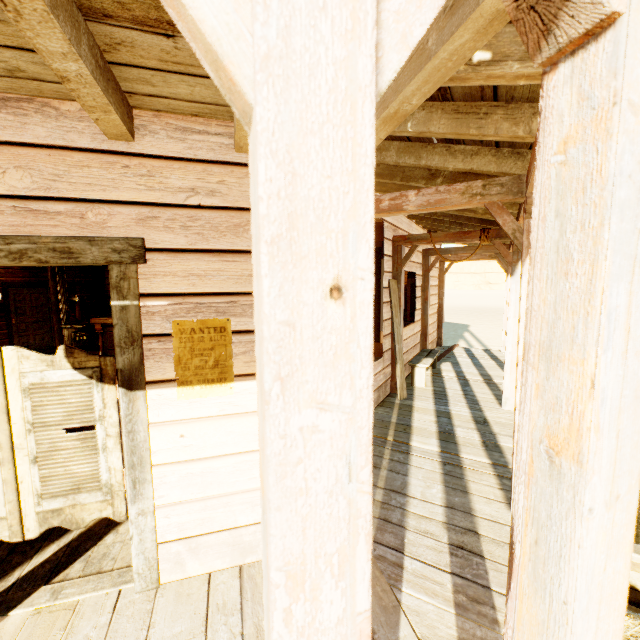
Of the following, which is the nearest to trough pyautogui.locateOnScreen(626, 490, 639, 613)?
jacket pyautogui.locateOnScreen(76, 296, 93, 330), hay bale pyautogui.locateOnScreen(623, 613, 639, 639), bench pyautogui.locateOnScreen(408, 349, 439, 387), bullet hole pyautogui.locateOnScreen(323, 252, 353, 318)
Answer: hay bale pyautogui.locateOnScreen(623, 613, 639, 639)

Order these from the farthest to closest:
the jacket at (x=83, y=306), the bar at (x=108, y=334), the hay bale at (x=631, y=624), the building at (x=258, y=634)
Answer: the jacket at (x=83, y=306)
the bar at (x=108, y=334)
the hay bale at (x=631, y=624)
the building at (x=258, y=634)

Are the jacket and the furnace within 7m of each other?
yes

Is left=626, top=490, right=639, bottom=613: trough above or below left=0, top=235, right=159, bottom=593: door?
below

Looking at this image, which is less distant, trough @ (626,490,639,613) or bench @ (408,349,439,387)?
trough @ (626,490,639,613)

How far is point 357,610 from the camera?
0.6m

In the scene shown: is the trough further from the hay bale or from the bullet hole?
the bullet hole

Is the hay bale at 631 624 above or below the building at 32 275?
below
